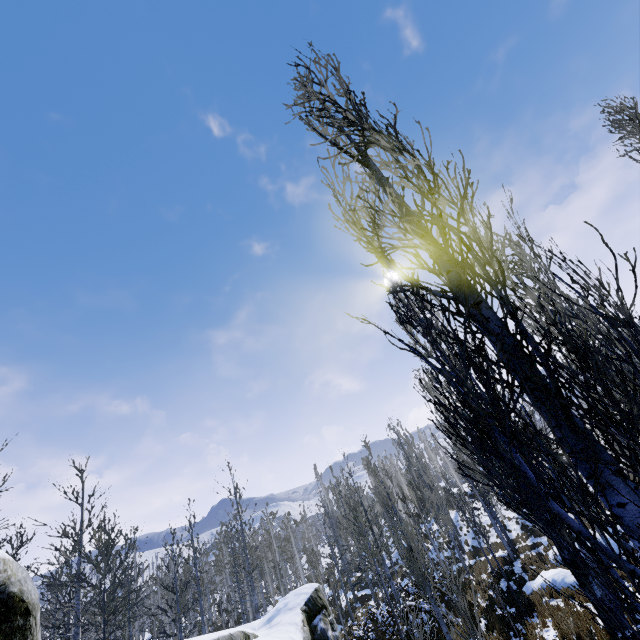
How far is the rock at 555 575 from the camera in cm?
1334

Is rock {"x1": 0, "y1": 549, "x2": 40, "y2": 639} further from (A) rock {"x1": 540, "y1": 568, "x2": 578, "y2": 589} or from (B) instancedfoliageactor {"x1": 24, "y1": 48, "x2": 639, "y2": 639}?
(A) rock {"x1": 540, "y1": 568, "x2": 578, "y2": 589}

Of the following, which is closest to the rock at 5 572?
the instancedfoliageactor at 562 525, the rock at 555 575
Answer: the instancedfoliageactor at 562 525

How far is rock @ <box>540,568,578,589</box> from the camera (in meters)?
13.34

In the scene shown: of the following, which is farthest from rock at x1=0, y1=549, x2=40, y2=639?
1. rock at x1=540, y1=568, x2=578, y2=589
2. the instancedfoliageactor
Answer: rock at x1=540, y1=568, x2=578, y2=589

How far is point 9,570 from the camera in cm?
302
